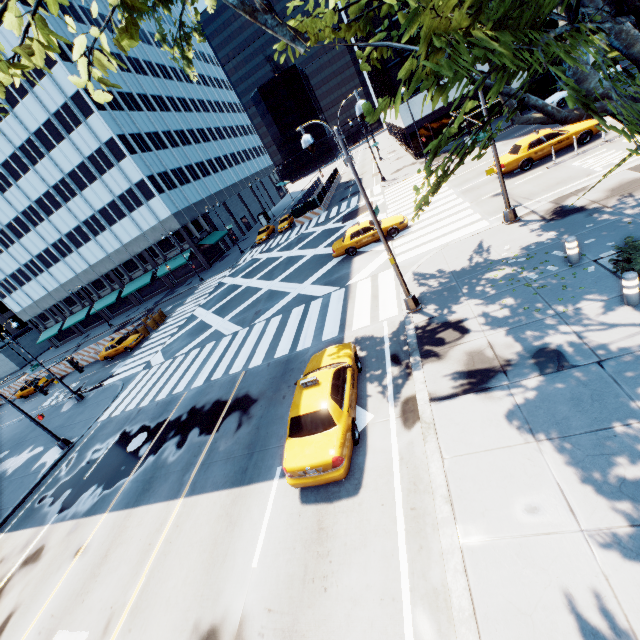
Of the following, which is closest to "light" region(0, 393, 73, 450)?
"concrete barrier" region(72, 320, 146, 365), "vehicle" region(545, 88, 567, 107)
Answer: "concrete barrier" region(72, 320, 146, 365)

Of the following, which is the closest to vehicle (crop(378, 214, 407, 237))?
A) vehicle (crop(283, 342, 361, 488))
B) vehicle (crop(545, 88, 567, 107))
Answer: vehicle (crop(283, 342, 361, 488))

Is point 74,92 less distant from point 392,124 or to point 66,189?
point 66,189

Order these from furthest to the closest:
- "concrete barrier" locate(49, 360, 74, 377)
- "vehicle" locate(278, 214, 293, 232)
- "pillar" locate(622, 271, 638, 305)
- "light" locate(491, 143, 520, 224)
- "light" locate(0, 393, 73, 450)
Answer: "vehicle" locate(278, 214, 293, 232), "concrete barrier" locate(49, 360, 74, 377), "light" locate(0, 393, 73, 450), "light" locate(491, 143, 520, 224), "pillar" locate(622, 271, 638, 305)

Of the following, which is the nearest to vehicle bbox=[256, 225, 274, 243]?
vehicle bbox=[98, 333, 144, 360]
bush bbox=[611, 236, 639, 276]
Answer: vehicle bbox=[98, 333, 144, 360]

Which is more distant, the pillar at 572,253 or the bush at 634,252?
the pillar at 572,253

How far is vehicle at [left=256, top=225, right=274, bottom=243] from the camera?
44.17m

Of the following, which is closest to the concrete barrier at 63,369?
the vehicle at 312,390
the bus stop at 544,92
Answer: the vehicle at 312,390
